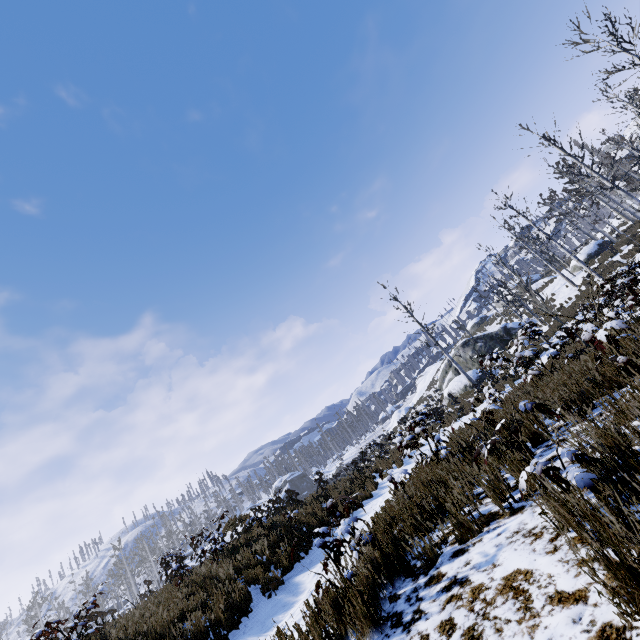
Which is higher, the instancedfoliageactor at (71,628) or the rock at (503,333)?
the instancedfoliageactor at (71,628)

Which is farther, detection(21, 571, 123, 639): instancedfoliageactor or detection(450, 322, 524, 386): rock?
detection(450, 322, 524, 386): rock

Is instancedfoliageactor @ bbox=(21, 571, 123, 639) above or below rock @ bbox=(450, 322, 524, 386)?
above

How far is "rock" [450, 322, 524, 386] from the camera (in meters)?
25.53

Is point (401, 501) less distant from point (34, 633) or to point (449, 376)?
point (34, 633)

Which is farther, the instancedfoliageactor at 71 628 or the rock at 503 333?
the rock at 503 333
